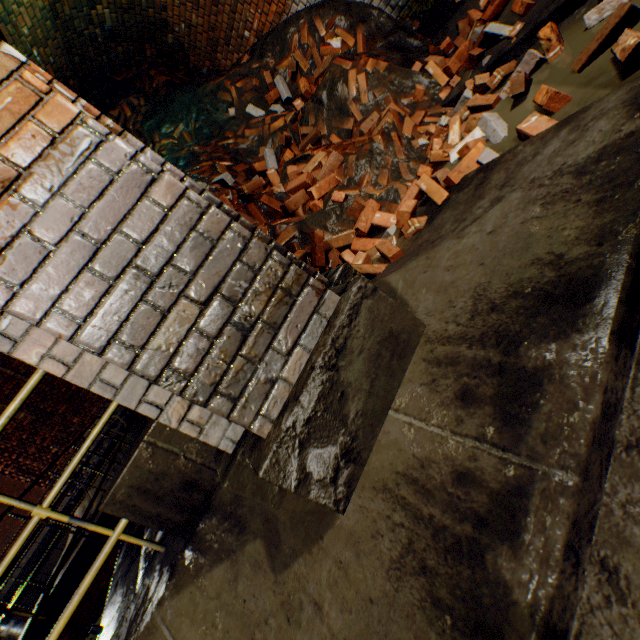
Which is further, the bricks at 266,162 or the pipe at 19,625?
the pipe at 19,625

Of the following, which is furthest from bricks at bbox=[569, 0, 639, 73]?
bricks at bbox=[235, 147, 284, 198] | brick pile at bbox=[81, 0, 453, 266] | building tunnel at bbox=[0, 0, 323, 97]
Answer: bricks at bbox=[235, 147, 284, 198]

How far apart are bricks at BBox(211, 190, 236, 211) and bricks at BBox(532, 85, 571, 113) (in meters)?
1.63

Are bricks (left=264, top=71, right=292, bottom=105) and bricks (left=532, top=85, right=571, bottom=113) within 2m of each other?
no

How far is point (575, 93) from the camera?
1.8m

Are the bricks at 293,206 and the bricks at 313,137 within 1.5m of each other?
yes

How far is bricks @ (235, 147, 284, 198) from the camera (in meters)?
3.32

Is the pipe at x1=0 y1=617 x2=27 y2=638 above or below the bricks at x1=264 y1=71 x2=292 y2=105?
below
